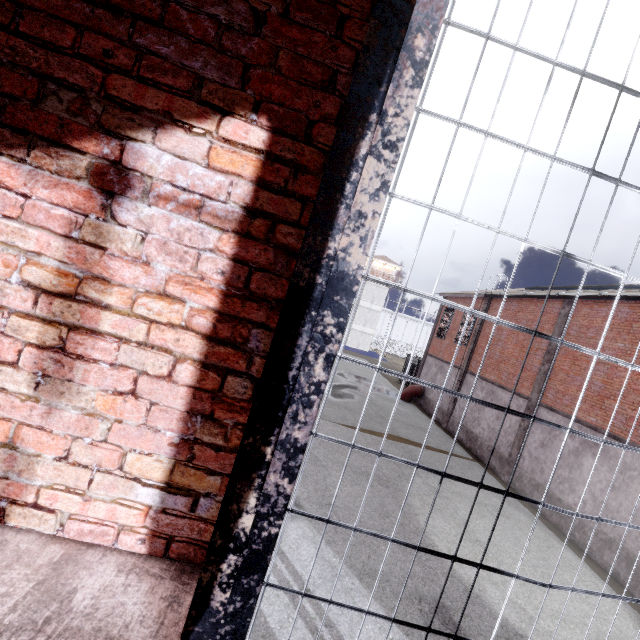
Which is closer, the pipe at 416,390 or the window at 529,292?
the window at 529,292

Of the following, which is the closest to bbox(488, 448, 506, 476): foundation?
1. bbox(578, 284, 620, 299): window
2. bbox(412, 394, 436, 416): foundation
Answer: bbox(412, 394, 436, 416): foundation

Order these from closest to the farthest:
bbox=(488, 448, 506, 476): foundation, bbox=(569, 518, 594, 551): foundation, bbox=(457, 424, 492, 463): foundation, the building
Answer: bbox=(569, 518, 594, 551): foundation → bbox=(488, 448, 506, 476): foundation → bbox=(457, 424, 492, 463): foundation → the building

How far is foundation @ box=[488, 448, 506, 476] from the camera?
15.34m

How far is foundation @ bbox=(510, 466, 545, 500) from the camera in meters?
13.1 m

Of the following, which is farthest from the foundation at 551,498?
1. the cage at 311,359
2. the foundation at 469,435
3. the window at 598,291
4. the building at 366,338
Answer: the building at 366,338

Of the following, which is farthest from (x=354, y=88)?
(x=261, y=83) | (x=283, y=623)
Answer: (x=283, y=623)

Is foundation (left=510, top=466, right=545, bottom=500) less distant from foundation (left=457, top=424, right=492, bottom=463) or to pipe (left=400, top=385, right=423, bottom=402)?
foundation (left=457, top=424, right=492, bottom=463)
